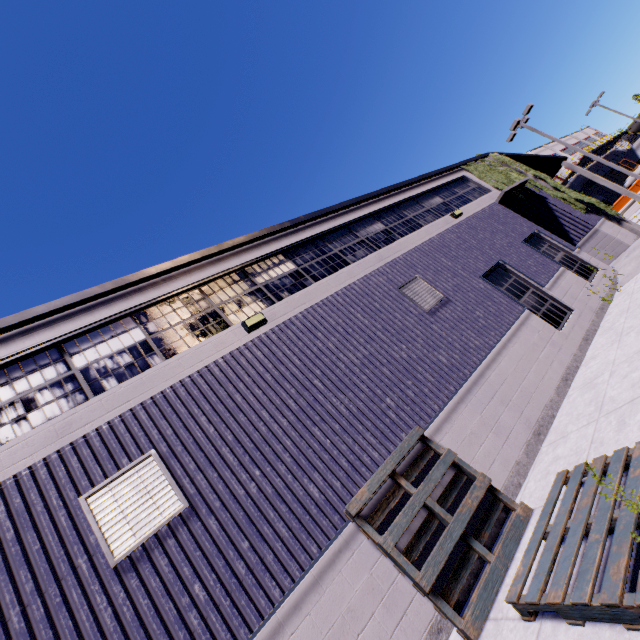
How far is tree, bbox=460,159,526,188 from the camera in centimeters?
1448cm

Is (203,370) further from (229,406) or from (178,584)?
(178,584)

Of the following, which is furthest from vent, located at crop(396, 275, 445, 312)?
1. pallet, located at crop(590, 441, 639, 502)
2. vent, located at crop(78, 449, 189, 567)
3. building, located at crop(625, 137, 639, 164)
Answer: vent, located at crop(78, 449, 189, 567)

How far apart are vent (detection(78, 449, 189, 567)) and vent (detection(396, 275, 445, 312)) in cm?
623

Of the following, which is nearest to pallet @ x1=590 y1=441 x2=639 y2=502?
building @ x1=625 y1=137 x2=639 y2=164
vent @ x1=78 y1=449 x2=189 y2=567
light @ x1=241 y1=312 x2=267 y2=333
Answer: building @ x1=625 y1=137 x2=639 y2=164

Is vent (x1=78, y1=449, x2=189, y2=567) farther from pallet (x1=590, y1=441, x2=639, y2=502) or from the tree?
the tree

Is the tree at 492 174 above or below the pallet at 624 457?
above

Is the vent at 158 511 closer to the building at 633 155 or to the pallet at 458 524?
the building at 633 155
